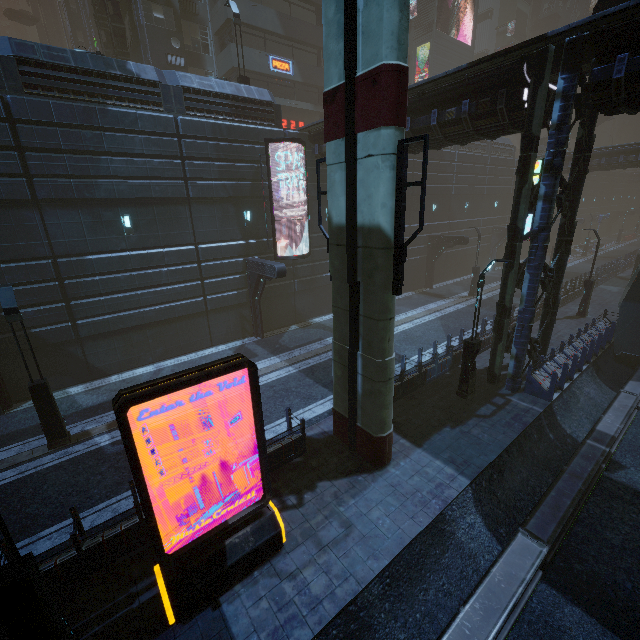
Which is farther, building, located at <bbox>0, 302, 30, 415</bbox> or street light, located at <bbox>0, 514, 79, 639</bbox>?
building, located at <bbox>0, 302, 30, 415</bbox>

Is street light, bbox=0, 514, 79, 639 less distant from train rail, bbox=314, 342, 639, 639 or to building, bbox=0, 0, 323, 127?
building, bbox=0, 0, 323, 127

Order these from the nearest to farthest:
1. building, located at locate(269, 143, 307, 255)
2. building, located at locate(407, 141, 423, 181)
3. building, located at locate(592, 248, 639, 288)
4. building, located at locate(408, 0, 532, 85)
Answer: building, located at locate(407, 141, 423, 181) → building, located at locate(269, 143, 307, 255) → building, located at locate(592, 248, 639, 288) → building, located at locate(408, 0, 532, 85)

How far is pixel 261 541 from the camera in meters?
7.0 m

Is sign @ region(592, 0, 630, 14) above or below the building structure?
below

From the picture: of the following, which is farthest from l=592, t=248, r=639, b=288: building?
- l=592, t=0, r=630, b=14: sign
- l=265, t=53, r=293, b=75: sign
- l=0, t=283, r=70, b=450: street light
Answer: l=0, t=283, r=70, b=450: street light

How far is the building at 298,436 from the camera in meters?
9.7

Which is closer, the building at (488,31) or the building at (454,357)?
the building at (454,357)
